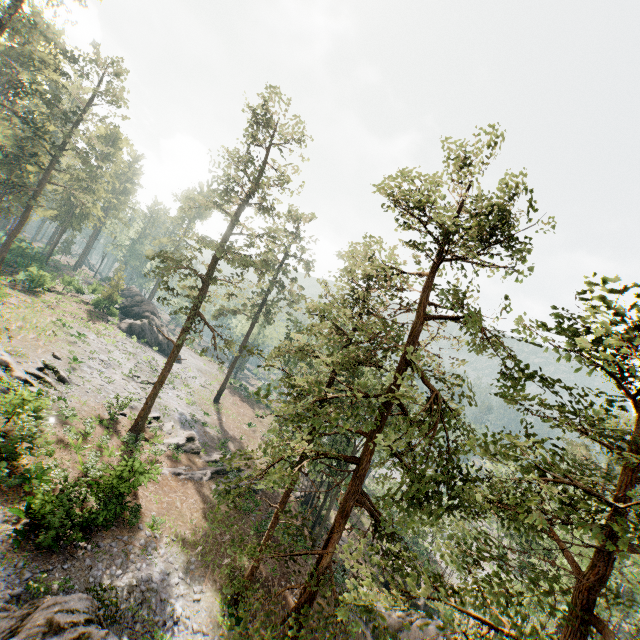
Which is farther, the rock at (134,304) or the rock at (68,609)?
the rock at (134,304)

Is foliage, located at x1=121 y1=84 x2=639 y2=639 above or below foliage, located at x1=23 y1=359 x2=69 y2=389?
above

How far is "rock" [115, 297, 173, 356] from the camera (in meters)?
46.88

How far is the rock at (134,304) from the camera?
46.88m

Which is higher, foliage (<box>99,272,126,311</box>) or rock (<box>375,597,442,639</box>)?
foliage (<box>99,272,126,311</box>)

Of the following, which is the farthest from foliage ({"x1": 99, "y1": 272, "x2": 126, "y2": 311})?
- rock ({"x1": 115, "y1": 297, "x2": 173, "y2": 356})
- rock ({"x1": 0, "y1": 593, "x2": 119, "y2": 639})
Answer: rock ({"x1": 0, "y1": 593, "x2": 119, "y2": 639})

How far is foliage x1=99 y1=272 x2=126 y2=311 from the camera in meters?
47.5

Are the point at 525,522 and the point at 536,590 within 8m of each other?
yes
